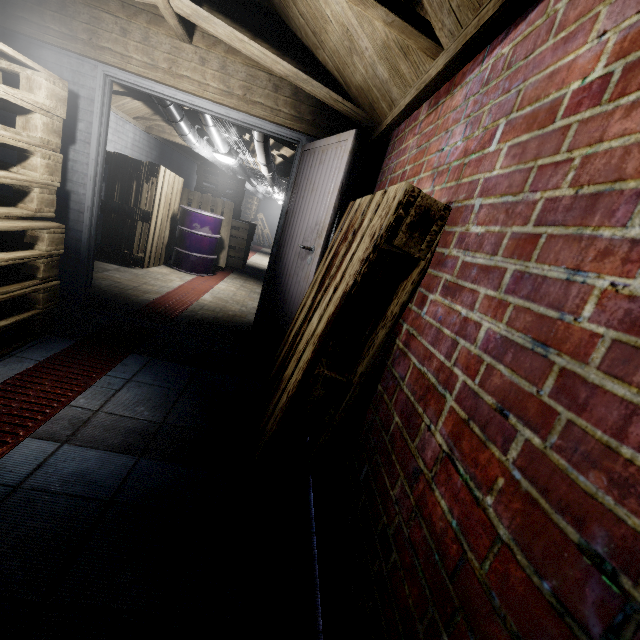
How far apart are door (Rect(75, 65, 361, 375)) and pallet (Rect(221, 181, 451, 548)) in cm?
15

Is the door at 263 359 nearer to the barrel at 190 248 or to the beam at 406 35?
the beam at 406 35

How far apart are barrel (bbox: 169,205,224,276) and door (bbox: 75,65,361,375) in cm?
243

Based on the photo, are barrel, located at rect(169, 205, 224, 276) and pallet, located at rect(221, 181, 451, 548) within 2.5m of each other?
no

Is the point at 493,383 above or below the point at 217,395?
above

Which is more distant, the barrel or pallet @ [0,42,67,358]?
the barrel

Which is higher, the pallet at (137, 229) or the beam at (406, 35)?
the beam at (406, 35)

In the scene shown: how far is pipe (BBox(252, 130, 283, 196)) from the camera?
3.6 meters
